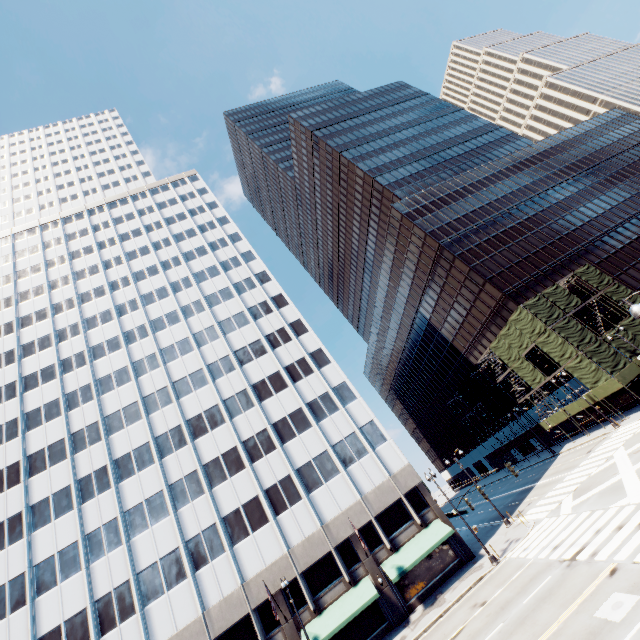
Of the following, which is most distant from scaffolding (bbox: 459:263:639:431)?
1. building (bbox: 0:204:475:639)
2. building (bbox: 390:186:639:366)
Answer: building (bbox: 0:204:475:639)

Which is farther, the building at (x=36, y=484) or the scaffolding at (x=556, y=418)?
the scaffolding at (x=556, y=418)

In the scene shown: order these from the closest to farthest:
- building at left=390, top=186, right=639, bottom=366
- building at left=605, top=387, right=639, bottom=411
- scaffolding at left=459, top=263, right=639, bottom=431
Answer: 1. scaffolding at left=459, top=263, right=639, bottom=431
2. building at left=605, top=387, right=639, bottom=411
3. building at left=390, top=186, right=639, bottom=366

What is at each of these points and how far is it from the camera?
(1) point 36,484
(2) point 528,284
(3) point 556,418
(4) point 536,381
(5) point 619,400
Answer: (1) building, 32.8m
(2) building, 47.2m
(3) scaffolding, 43.2m
(4) scaffolding, 43.4m
(5) building, 38.6m

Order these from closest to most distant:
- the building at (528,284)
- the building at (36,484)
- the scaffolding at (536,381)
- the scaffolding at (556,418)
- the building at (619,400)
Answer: the building at (36,484), the scaffolding at (536,381), the building at (619,400), the scaffolding at (556,418), the building at (528,284)

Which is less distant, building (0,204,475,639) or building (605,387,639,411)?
building (0,204,475,639)

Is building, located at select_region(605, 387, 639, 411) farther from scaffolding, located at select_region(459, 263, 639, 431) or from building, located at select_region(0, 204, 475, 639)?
building, located at select_region(0, 204, 475, 639)

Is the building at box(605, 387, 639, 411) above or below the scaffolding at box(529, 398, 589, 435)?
below
